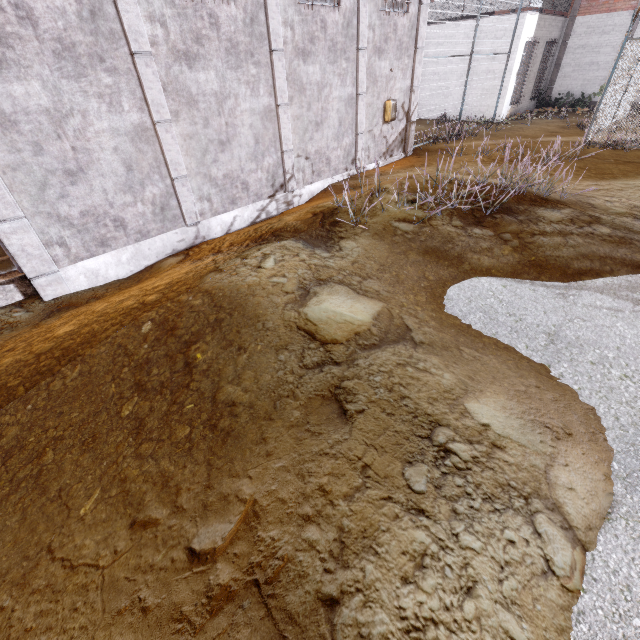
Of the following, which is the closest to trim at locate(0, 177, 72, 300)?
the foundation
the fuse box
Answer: the foundation

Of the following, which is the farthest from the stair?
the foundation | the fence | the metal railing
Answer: the metal railing

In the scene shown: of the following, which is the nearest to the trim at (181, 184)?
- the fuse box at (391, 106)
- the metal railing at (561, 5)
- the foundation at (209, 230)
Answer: the foundation at (209, 230)

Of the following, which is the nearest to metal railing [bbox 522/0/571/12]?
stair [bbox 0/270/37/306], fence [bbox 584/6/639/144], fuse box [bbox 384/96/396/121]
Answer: fence [bbox 584/6/639/144]

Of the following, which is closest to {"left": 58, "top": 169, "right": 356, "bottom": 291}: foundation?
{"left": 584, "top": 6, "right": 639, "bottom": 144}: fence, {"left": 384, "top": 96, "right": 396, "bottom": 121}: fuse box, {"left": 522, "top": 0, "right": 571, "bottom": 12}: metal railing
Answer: {"left": 384, "top": 96, "right": 396, "bottom": 121}: fuse box

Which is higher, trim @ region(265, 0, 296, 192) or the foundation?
trim @ region(265, 0, 296, 192)

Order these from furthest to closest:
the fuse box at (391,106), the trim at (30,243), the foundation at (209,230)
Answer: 1. the fuse box at (391,106)
2. the foundation at (209,230)
3. the trim at (30,243)

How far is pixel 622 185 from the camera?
7.2 meters
